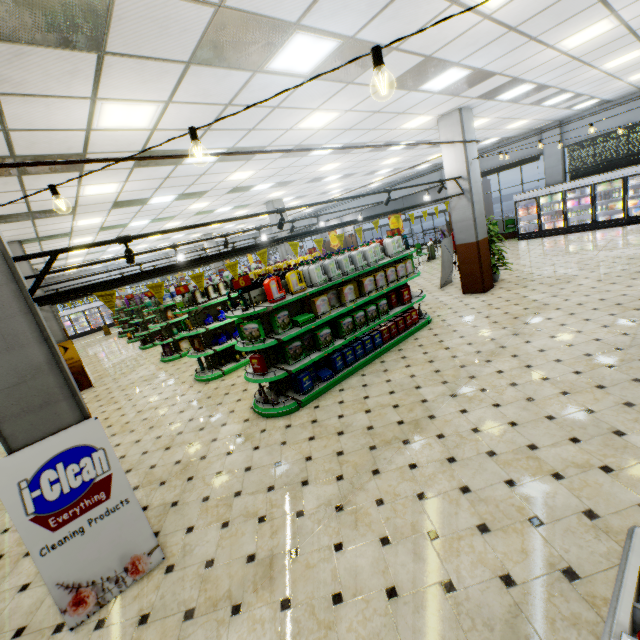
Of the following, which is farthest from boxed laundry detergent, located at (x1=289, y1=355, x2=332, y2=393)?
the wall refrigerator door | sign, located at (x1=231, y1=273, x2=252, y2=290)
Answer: the wall refrigerator door

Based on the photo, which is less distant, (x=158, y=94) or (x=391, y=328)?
(x=158, y=94)

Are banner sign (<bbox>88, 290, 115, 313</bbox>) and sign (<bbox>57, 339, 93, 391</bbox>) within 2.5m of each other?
no

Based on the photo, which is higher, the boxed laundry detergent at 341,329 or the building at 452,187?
the building at 452,187

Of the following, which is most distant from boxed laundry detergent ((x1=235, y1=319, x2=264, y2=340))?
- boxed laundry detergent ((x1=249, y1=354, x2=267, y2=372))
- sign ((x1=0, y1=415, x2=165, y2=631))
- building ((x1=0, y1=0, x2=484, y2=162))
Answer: sign ((x1=0, y1=415, x2=165, y2=631))

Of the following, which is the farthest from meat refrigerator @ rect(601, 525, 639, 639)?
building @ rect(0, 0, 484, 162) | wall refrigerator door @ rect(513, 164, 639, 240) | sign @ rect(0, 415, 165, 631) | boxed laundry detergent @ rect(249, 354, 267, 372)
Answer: wall refrigerator door @ rect(513, 164, 639, 240)

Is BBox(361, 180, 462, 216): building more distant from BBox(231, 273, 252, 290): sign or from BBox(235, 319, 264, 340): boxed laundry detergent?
BBox(231, 273, 252, 290): sign

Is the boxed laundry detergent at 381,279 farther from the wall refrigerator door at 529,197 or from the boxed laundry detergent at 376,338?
the wall refrigerator door at 529,197
